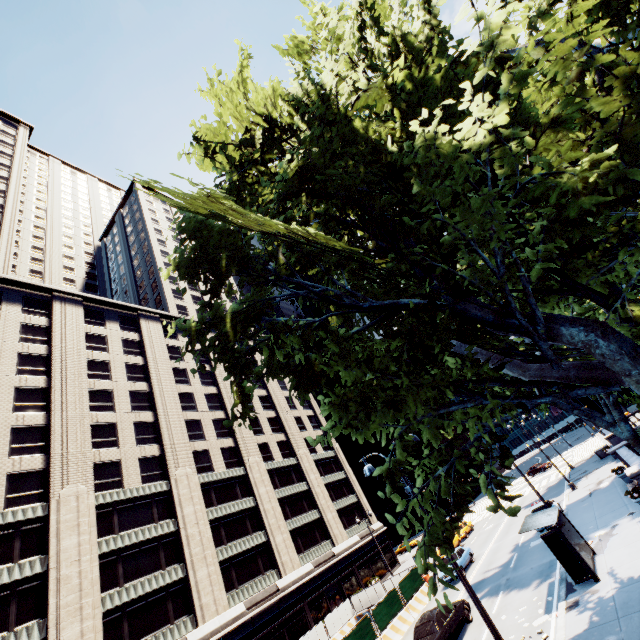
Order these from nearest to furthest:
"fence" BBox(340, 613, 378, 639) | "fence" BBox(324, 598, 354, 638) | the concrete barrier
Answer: "fence" BBox(340, 613, 378, 639), the concrete barrier, "fence" BBox(324, 598, 354, 638)

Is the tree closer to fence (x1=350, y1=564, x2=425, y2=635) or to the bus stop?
the bus stop

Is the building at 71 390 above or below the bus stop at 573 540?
above

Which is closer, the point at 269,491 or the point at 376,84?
the point at 376,84

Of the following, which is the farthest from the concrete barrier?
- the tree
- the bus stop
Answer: the tree

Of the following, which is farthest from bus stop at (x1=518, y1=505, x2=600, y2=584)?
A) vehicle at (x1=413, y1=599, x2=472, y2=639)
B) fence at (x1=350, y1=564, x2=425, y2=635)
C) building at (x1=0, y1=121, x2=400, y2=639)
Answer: building at (x1=0, y1=121, x2=400, y2=639)

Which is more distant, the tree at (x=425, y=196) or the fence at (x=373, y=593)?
the fence at (x=373, y=593)

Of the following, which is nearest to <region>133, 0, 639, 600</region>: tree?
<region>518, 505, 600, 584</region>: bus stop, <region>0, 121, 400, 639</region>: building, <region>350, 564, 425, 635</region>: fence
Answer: <region>518, 505, 600, 584</region>: bus stop
